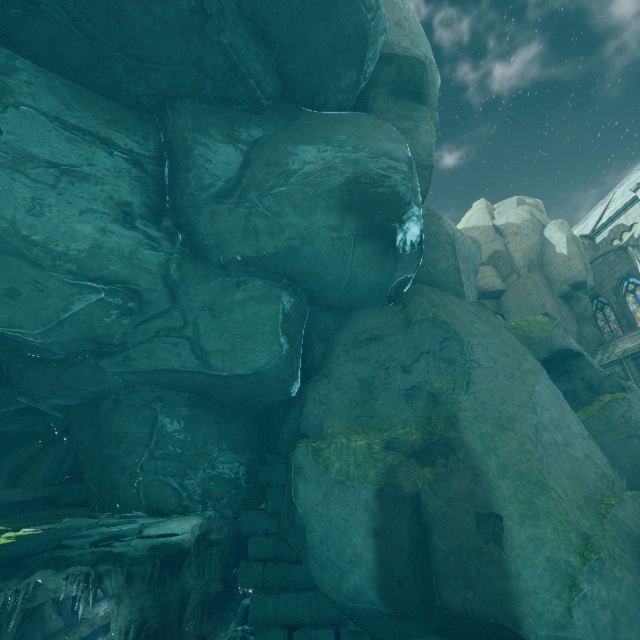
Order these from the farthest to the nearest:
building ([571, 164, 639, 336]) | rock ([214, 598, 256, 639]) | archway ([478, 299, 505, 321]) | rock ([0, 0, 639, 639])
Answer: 1. archway ([478, 299, 505, 321])
2. building ([571, 164, 639, 336])
3. rock ([214, 598, 256, 639])
4. rock ([0, 0, 639, 639])

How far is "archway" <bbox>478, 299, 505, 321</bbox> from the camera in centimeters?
2488cm

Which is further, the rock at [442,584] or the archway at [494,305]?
the archway at [494,305]

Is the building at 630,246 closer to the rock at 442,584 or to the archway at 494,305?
the rock at 442,584

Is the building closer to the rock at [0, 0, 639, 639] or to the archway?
the rock at [0, 0, 639, 639]

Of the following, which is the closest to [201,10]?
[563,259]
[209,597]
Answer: [563,259]

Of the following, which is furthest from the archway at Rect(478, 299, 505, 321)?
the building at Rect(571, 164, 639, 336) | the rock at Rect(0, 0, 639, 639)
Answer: the building at Rect(571, 164, 639, 336)
